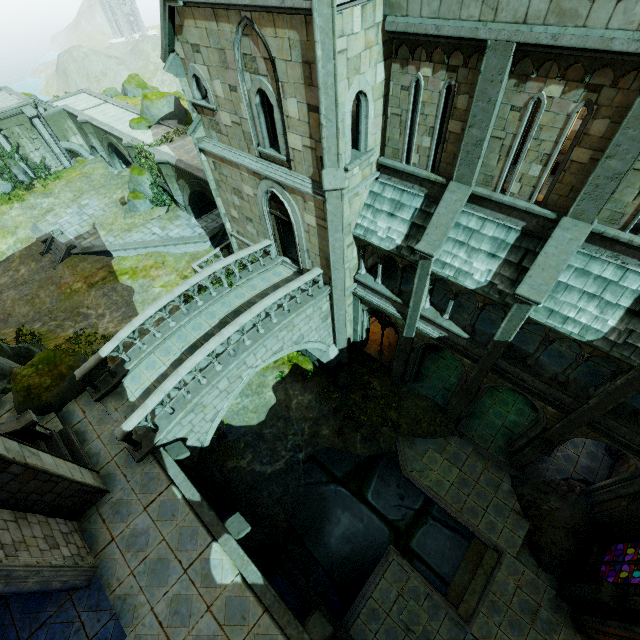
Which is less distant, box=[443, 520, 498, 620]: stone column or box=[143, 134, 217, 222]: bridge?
box=[443, 520, 498, 620]: stone column

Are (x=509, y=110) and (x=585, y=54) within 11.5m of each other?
yes

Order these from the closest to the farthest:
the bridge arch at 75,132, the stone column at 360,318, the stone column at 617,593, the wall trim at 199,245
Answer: the stone column at 617,593
the stone column at 360,318
the wall trim at 199,245
the bridge arch at 75,132

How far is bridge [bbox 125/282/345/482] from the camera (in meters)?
10.65

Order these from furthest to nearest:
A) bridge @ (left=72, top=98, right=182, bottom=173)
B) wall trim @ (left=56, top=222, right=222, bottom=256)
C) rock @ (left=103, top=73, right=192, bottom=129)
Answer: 1. rock @ (left=103, top=73, right=192, bottom=129)
2. bridge @ (left=72, top=98, right=182, bottom=173)
3. wall trim @ (left=56, top=222, right=222, bottom=256)

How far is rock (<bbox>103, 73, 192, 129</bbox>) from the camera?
27.20m

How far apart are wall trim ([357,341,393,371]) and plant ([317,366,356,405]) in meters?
0.8

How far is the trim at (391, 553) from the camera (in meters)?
12.03
